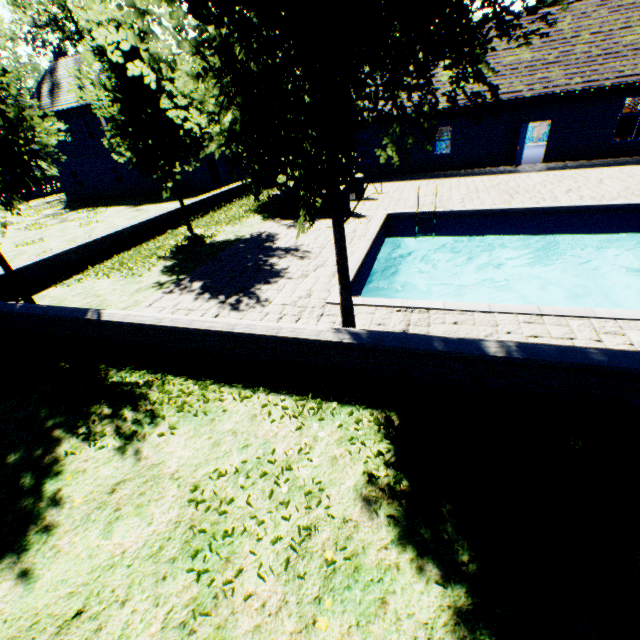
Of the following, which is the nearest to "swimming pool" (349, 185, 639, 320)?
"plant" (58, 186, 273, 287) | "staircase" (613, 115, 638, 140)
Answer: "plant" (58, 186, 273, 287)

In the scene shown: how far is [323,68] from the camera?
3.9m

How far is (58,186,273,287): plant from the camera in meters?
11.0 m

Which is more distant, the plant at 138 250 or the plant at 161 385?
the plant at 138 250

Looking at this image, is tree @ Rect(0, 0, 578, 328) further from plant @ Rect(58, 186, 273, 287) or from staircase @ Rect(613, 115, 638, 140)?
staircase @ Rect(613, 115, 638, 140)

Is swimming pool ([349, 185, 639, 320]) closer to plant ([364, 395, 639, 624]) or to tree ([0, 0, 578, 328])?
tree ([0, 0, 578, 328])

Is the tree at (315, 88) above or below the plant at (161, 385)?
above
